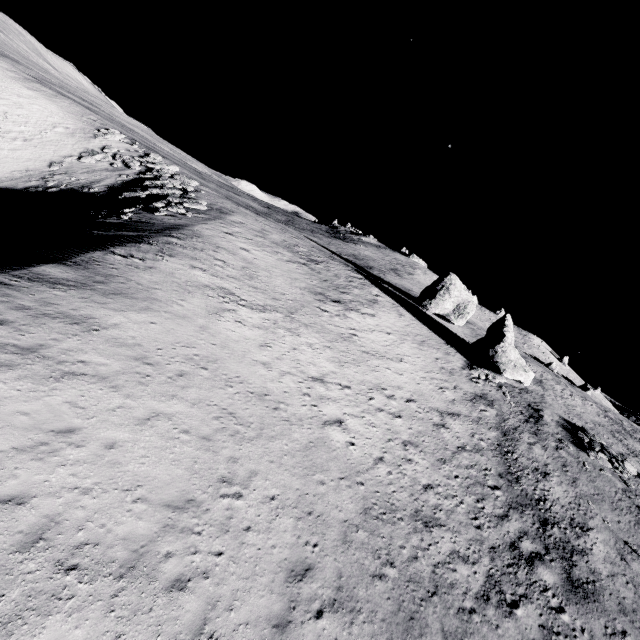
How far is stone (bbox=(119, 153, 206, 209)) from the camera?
32.5 meters

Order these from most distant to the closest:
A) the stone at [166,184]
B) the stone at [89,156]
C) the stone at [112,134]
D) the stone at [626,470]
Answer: the stone at [112,134]
the stone at [89,156]
the stone at [166,184]
the stone at [626,470]

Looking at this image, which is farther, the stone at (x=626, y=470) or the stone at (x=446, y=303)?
the stone at (x=446, y=303)

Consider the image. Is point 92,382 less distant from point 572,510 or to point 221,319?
point 221,319

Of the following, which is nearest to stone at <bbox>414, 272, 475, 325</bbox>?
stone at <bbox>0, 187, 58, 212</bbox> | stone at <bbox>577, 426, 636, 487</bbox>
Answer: stone at <bbox>577, 426, 636, 487</bbox>

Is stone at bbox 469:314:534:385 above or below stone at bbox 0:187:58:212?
above

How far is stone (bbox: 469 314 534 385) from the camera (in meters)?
33.01

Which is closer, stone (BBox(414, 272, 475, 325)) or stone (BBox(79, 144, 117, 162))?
stone (BBox(79, 144, 117, 162))
